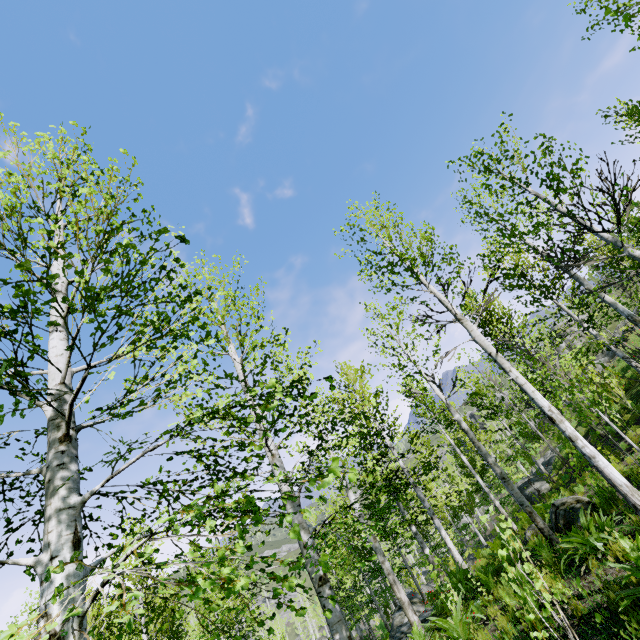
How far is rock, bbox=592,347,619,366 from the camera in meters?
37.7

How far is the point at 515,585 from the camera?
6.5m

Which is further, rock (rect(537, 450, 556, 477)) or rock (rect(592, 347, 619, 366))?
rock (rect(592, 347, 619, 366))

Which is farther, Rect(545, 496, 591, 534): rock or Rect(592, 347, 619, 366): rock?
Rect(592, 347, 619, 366): rock

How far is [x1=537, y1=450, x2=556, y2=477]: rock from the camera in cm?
2388

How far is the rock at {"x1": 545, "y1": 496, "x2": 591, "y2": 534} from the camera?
9.03m

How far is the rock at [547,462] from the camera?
23.9m

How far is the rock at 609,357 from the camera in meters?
37.7
